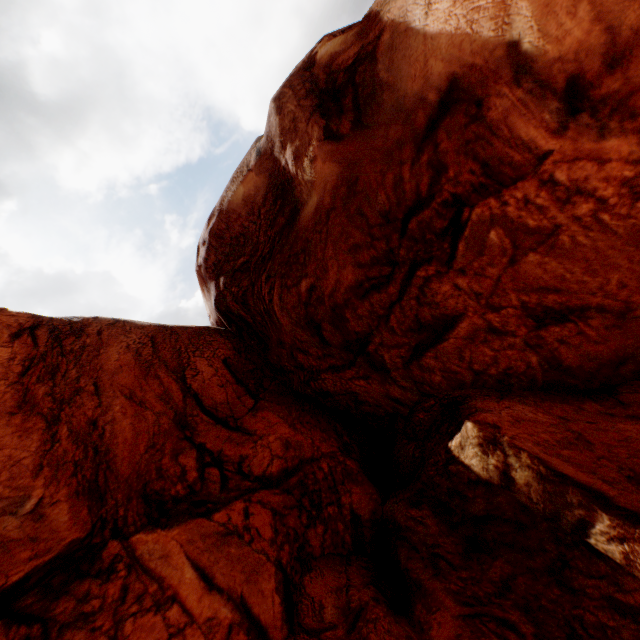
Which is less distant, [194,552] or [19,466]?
[194,552]
